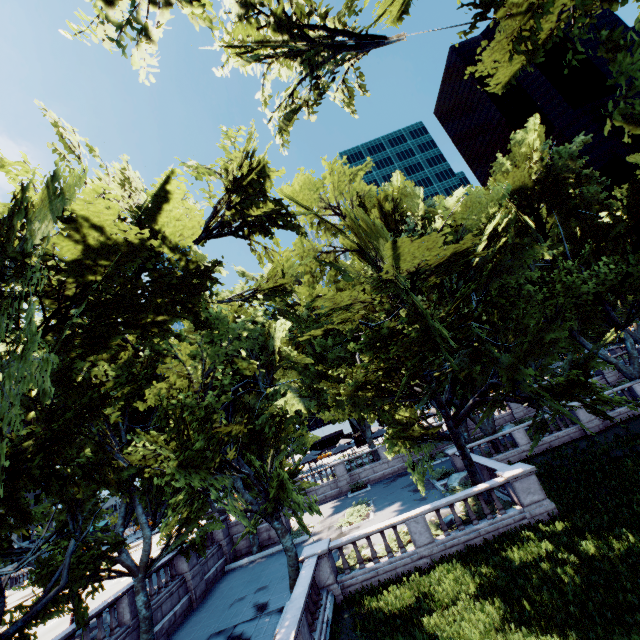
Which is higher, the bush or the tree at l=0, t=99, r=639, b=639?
the tree at l=0, t=99, r=639, b=639

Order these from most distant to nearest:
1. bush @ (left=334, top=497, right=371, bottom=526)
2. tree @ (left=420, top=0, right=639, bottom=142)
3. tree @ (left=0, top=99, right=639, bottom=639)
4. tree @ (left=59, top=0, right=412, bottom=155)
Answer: bush @ (left=334, top=497, right=371, bottom=526)
tree @ (left=420, top=0, right=639, bottom=142)
tree @ (left=0, top=99, right=639, bottom=639)
tree @ (left=59, top=0, right=412, bottom=155)

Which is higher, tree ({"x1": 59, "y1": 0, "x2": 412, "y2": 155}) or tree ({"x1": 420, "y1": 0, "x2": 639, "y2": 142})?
tree ({"x1": 59, "y1": 0, "x2": 412, "y2": 155})

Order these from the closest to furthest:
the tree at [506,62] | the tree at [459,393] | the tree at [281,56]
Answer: the tree at [281,56] < the tree at [459,393] < the tree at [506,62]

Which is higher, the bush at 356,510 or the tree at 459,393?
the tree at 459,393

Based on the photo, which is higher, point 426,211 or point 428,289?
point 426,211

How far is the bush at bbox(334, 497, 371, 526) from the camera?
22.67m

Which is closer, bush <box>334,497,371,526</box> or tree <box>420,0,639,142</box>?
tree <box>420,0,639,142</box>
